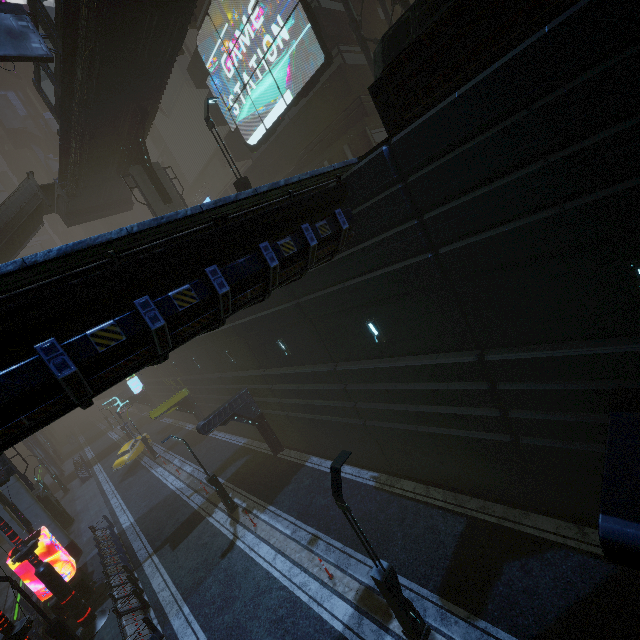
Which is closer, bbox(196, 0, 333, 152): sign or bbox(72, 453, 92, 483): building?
bbox(196, 0, 333, 152): sign

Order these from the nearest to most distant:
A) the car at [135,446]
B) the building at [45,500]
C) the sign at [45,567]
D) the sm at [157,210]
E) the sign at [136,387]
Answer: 1. the sign at [45,567]
2. the sm at [157,210]
3. the building at [45,500]
4. the car at [135,446]
5. the sign at [136,387]

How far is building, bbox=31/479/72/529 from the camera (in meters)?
25.62

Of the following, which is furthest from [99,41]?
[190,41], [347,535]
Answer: [190,41]

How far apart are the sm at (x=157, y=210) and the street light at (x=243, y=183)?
9.4 meters

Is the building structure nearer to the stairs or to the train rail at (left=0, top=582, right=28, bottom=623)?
the stairs

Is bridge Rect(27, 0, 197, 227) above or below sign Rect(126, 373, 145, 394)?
above

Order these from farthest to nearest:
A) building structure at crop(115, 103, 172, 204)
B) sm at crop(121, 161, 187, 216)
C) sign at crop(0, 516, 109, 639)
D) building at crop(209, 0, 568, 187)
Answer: sm at crop(121, 161, 187, 216) → building structure at crop(115, 103, 172, 204) → sign at crop(0, 516, 109, 639) → building at crop(209, 0, 568, 187)
